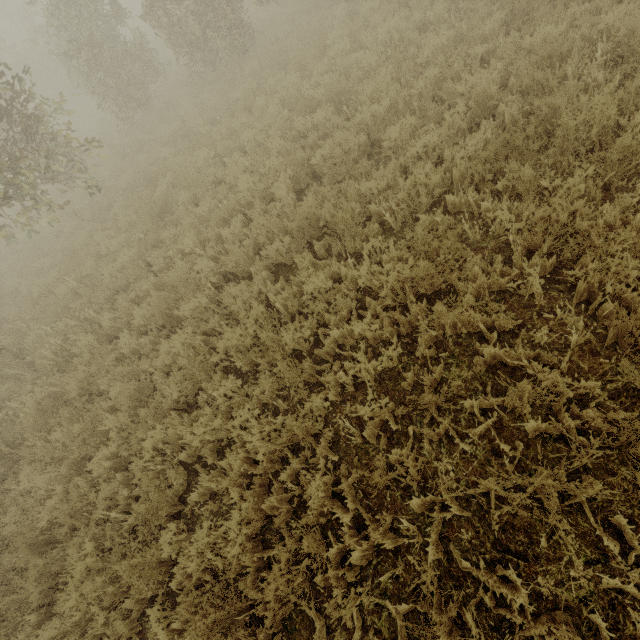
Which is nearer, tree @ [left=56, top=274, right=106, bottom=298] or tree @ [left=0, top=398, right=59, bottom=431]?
tree @ [left=0, top=398, right=59, bottom=431]

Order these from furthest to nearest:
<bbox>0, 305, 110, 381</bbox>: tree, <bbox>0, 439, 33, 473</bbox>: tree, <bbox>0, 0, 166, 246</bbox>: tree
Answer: <bbox>0, 0, 166, 246</bbox>: tree < <bbox>0, 305, 110, 381</bbox>: tree < <bbox>0, 439, 33, 473</bbox>: tree

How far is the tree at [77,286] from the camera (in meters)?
7.48

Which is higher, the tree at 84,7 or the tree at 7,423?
the tree at 84,7

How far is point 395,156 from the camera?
5.66m
